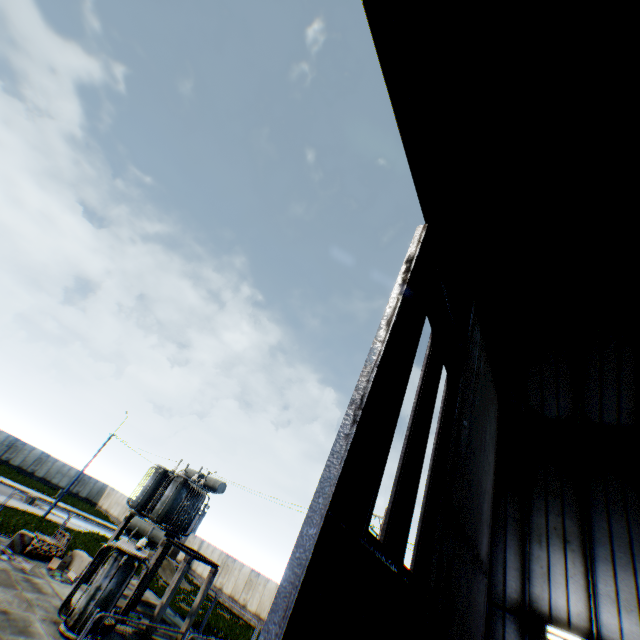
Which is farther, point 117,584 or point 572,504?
point 117,584

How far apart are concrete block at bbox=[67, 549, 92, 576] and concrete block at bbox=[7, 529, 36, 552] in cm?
252

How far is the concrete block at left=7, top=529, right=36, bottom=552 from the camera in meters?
17.1

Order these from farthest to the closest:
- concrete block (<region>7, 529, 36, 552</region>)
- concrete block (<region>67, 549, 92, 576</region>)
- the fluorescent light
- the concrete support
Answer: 1. concrete block (<region>67, 549, 92, 576</region>)
2. concrete block (<region>7, 529, 36, 552</region>)
3. the concrete support
4. the fluorescent light

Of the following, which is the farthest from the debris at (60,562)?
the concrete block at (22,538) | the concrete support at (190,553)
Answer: the concrete support at (190,553)

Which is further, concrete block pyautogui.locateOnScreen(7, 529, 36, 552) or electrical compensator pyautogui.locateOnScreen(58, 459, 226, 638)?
concrete block pyautogui.locateOnScreen(7, 529, 36, 552)

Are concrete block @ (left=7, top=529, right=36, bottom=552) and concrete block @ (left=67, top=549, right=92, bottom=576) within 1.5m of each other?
no

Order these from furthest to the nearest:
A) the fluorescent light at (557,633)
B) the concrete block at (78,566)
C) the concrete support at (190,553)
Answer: the concrete block at (78,566) → the concrete support at (190,553) → the fluorescent light at (557,633)
